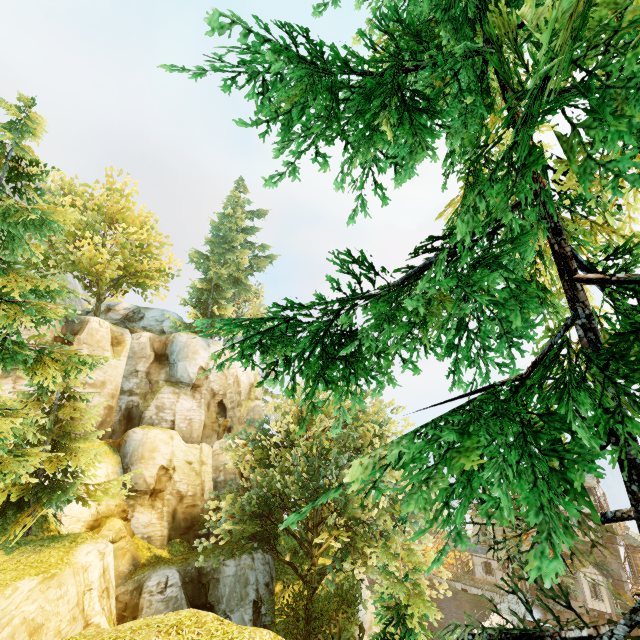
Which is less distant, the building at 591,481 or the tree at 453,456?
the tree at 453,456

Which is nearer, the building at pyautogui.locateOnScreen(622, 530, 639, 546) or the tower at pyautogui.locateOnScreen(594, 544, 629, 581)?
the tower at pyautogui.locateOnScreen(594, 544, 629, 581)

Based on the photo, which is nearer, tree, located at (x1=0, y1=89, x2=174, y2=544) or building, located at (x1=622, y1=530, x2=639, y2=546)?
tree, located at (x1=0, y1=89, x2=174, y2=544)

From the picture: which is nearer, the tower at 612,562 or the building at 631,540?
the tower at 612,562

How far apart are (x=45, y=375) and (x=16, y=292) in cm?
233

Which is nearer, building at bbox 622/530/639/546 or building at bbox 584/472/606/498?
building at bbox 622/530/639/546

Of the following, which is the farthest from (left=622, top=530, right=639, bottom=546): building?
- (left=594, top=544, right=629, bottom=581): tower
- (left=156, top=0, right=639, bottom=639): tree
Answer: (left=156, top=0, right=639, bottom=639): tree

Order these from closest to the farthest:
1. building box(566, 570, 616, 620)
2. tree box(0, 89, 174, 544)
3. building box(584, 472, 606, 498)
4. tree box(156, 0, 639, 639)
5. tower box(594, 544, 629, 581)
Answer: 1. tree box(156, 0, 639, 639)
2. tree box(0, 89, 174, 544)
3. building box(566, 570, 616, 620)
4. tower box(594, 544, 629, 581)
5. building box(584, 472, 606, 498)
